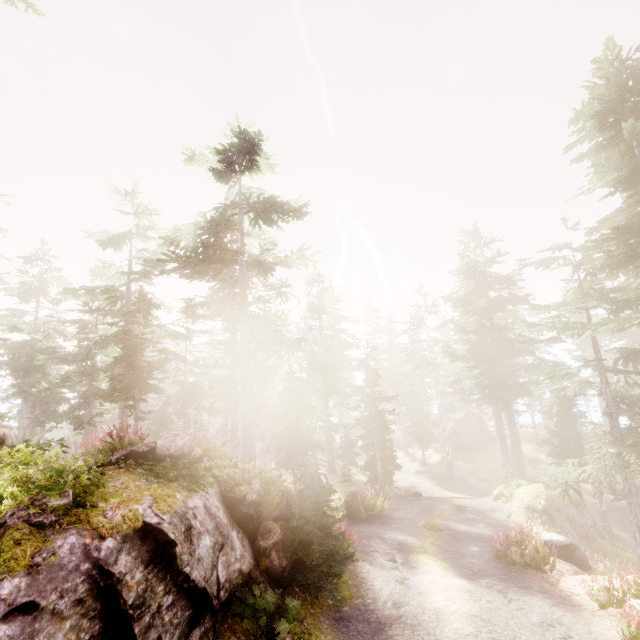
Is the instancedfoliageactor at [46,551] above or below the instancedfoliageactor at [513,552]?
above

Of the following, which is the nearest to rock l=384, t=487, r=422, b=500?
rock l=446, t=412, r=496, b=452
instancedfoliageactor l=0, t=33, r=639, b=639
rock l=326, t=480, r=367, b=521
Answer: instancedfoliageactor l=0, t=33, r=639, b=639

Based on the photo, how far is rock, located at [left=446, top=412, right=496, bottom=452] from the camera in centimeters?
4209cm

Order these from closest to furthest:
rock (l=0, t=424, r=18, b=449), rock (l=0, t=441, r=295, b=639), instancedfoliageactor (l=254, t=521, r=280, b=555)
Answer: rock (l=0, t=441, r=295, b=639)
rock (l=0, t=424, r=18, b=449)
instancedfoliageactor (l=254, t=521, r=280, b=555)

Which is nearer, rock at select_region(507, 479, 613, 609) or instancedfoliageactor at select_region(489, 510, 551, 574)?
rock at select_region(507, 479, 613, 609)

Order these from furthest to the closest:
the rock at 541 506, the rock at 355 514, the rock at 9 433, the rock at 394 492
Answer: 1. the rock at 394 492
2. the rock at 355 514
3. the rock at 541 506
4. the rock at 9 433

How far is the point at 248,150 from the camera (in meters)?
18.19
